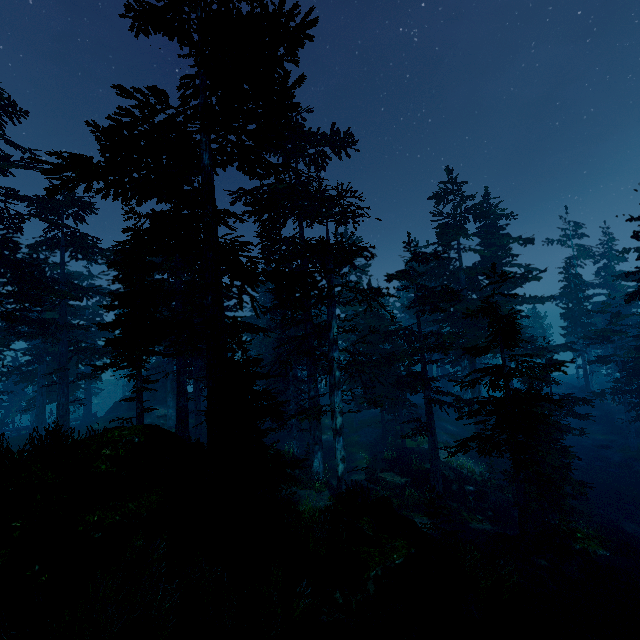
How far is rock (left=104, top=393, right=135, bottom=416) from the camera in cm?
3991

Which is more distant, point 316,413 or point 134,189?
point 316,413

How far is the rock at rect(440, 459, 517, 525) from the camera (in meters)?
19.28

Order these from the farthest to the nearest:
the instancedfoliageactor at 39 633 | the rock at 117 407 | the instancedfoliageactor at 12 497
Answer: the rock at 117 407 → the instancedfoliageactor at 12 497 → the instancedfoliageactor at 39 633

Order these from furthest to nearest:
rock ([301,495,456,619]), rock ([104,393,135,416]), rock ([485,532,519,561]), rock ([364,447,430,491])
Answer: rock ([104,393,135,416])
rock ([364,447,430,491])
rock ([485,532,519,561])
rock ([301,495,456,619])

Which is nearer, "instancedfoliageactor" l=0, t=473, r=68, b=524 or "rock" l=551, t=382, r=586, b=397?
"instancedfoliageactor" l=0, t=473, r=68, b=524

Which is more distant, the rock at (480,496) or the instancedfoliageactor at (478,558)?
the rock at (480,496)

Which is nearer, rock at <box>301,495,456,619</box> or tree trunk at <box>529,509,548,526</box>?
rock at <box>301,495,456,619</box>
